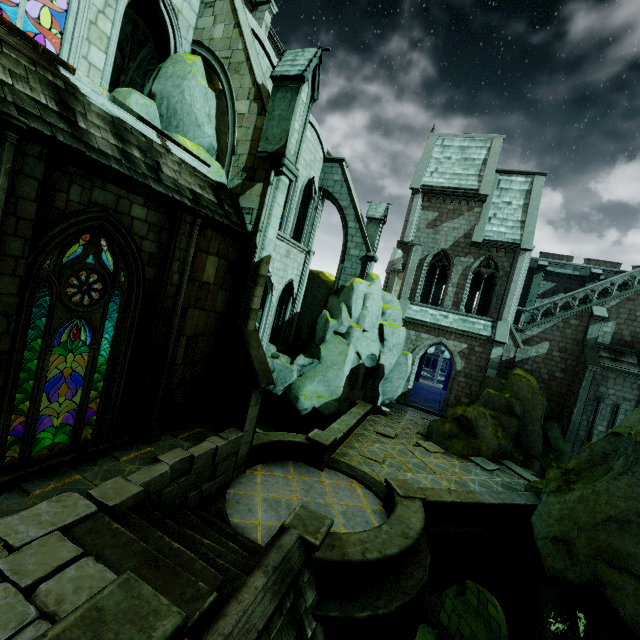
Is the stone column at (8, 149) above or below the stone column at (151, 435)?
above

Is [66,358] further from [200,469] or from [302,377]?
[302,377]

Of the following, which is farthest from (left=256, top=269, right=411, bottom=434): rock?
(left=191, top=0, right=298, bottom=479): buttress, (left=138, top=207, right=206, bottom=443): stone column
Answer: (left=138, top=207, right=206, bottom=443): stone column

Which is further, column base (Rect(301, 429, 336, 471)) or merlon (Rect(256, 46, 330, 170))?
column base (Rect(301, 429, 336, 471))

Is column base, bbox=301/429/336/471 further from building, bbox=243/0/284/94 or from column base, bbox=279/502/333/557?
building, bbox=243/0/284/94

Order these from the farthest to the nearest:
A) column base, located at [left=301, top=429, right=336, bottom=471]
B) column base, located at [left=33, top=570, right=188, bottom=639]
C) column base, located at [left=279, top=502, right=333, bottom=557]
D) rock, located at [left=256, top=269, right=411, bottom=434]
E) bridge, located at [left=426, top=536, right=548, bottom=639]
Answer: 1. rock, located at [left=256, top=269, right=411, bottom=434]
2. column base, located at [left=301, top=429, right=336, bottom=471]
3. bridge, located at [left=426, top=536, right=548, bottom=639]
4. column base, located at [left=279, top=502, right=333, bottom=557]
5. column base, located at [left=33, top=570, right=188, bottom=639]

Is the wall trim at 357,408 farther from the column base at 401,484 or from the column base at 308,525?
the column base at 308,525

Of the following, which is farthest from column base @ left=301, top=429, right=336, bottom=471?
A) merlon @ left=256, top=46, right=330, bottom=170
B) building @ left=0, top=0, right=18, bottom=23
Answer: merlon @ left=256, top=46, right=330, bottom=170
